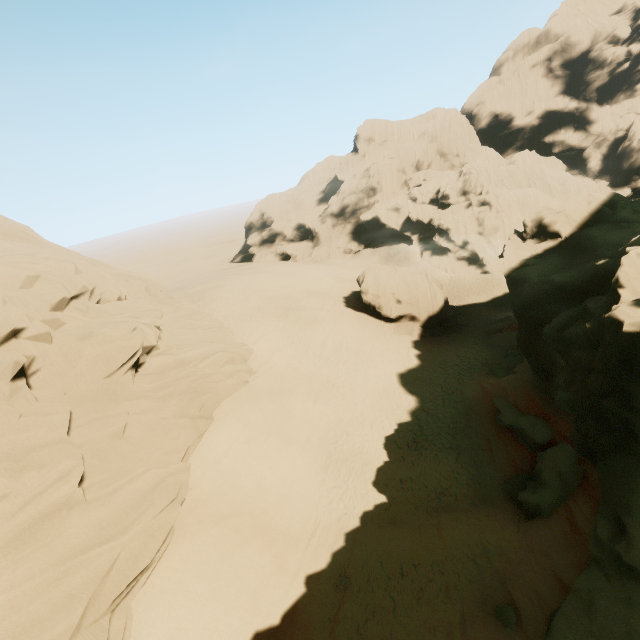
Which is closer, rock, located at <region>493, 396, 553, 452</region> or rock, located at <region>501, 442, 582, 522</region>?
rock, located at <region>501, 442, 582, 522</region>

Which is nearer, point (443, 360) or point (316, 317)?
point (443, 360)

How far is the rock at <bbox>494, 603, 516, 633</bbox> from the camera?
9.3 meters

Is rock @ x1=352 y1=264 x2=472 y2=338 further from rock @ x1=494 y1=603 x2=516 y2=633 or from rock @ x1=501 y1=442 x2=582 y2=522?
rock @ x1=494 y1=603 x2=516 y2=633

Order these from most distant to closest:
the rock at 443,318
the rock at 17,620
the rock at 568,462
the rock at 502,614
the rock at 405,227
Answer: the rock at 443,318 < the rock at 568,462 < the rock at 502,614 < the rock at 405,227 < the rock at 17,620

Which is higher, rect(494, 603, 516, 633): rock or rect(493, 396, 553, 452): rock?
rect(494, 603, 516, 633): rock

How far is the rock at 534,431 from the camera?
16.0m
